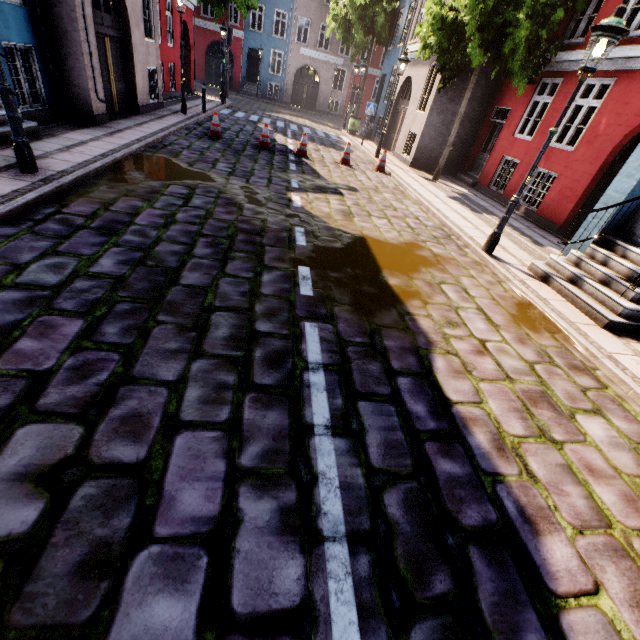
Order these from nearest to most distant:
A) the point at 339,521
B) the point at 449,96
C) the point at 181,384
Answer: the point at 339,521
the point at 181,384
the point at 449,96

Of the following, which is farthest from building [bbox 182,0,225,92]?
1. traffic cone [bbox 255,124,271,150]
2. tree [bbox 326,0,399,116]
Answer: traffic cone [bbox 255,124,271,150]

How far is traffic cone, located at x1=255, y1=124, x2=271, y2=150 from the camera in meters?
11.0

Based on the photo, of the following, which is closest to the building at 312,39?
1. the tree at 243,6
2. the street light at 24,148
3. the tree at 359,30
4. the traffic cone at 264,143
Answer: the tree at 359,30

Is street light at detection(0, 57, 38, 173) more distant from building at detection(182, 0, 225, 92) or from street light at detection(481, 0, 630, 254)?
street light at detection(481, 0, 630, 254)

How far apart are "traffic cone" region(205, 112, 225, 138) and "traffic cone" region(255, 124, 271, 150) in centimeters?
105cm

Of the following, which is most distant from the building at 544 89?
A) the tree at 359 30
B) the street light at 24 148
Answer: the street light at 24 148

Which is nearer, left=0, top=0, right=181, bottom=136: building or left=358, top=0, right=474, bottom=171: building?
left=0, top=0, right=181, bottom=136: building
